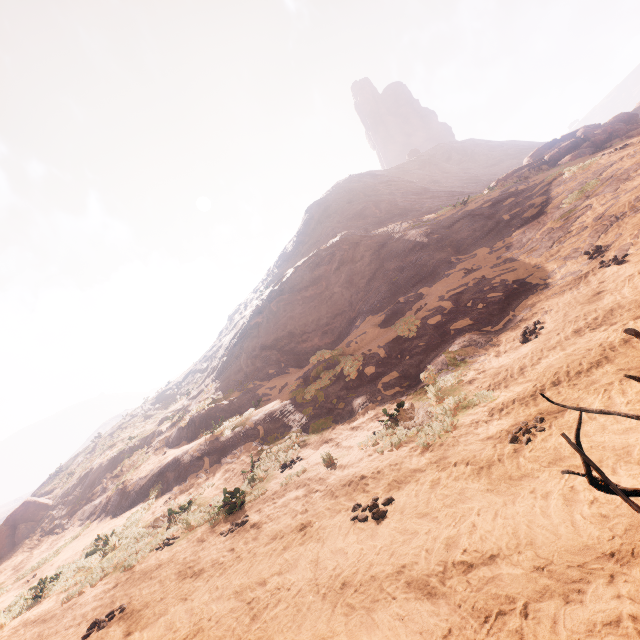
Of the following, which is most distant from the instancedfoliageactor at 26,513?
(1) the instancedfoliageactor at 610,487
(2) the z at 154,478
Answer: (1) the instancedfoliageactor at 610,487

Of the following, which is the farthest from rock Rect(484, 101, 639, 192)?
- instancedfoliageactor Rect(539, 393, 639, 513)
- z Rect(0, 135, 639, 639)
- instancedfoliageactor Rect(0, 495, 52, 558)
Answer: instancedfoliageactor Rect(0, 495, 52, 558)

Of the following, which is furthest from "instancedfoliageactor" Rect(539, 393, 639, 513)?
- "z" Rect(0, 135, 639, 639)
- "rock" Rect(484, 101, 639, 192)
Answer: "rock" Rect(484, 101, 639, 192)

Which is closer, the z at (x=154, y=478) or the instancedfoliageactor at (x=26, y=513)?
the z at (x=154, y=478)

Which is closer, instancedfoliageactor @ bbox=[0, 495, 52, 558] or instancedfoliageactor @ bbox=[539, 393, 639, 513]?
instancedfoliageactor @ bbox=[539, 393, 639, 513]

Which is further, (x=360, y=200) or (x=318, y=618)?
(x=360, y=200)

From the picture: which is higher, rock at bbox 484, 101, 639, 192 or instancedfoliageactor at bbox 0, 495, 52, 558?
rock at bbox 484, 101, 639, 192

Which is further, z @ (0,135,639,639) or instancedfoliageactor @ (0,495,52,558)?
instancedfoliageactor @ (0,495,52,558)
